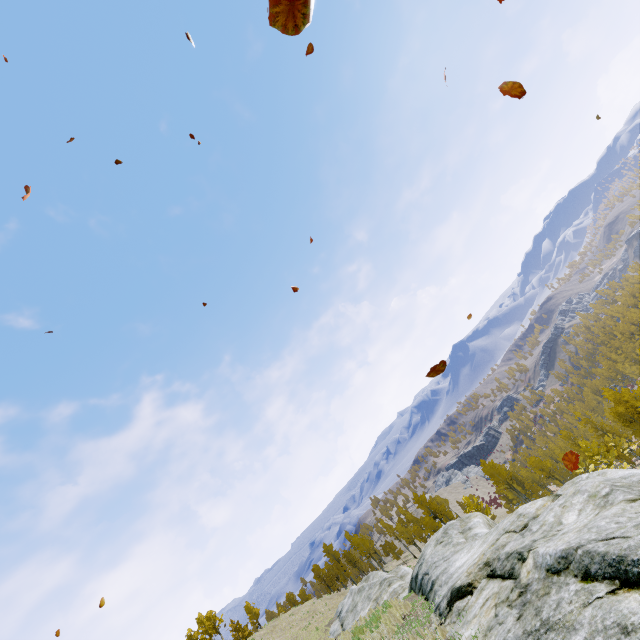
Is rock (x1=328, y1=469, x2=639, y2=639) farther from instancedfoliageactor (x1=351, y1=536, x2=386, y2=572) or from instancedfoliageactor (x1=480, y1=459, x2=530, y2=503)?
instancedfoliageactor (x1=351, y1=536, x2=386, y2=572)

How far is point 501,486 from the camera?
49.2m

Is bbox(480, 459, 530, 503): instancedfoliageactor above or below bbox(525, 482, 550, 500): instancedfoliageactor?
above

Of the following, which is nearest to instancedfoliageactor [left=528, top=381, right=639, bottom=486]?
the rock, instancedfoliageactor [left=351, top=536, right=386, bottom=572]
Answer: the rock

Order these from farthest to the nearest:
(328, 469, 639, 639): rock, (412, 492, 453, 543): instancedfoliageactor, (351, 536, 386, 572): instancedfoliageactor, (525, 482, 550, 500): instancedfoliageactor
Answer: (351, 536, 386, 572): instancedfoliageactor
(525, 482, 550, 500): instancedfoliageactor
(412, 492, 453, 543): instancedfoliageactor
(328, 469, 639, 639): rock

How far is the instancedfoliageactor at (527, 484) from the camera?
53.94m
